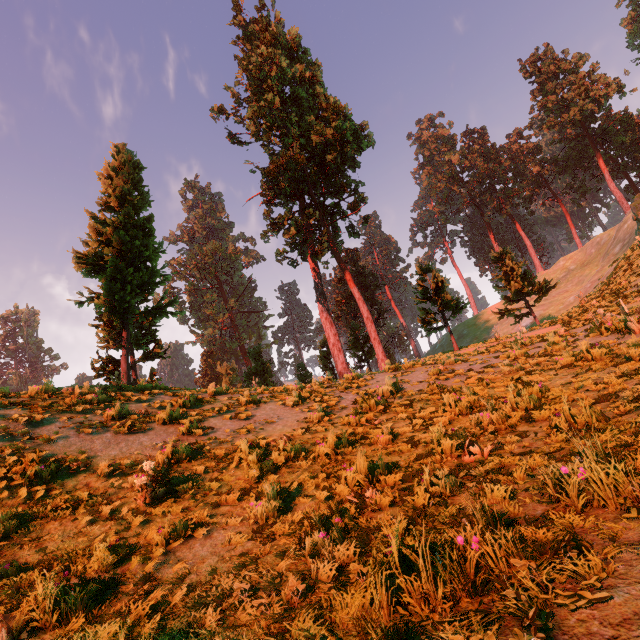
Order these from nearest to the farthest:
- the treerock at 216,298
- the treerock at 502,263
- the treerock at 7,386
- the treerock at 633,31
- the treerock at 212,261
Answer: the treerock at 7,386 → the treerock at 502,263 → the treerock at 216,298 → the treerock at 633,31 → the treerock at 212,261

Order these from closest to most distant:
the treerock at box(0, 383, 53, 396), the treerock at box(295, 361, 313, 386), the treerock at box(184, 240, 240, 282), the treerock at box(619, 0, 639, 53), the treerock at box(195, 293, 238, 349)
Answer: the treerock at box(0, 383, 53, 396) → the treerock at box(295, 361, 313, 386) → the treerock at box(195, 293, 238, 349) → the treerock at box(619, 0, 639, 53) → the treerock at box(184, 240, 240, 282)

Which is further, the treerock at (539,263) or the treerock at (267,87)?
the treerock at (539,263)

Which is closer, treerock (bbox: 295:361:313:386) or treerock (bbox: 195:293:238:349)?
treerock (bbox: 295:361:313:386)

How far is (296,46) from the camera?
33.09m

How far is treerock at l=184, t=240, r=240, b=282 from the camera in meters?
54.8 m
